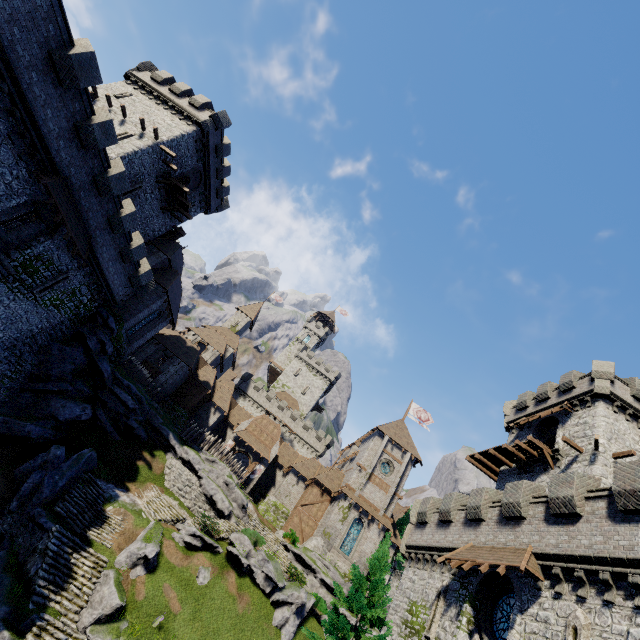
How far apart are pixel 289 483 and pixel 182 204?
35.43m

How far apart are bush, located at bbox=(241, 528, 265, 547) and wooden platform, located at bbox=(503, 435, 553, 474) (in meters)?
22.23

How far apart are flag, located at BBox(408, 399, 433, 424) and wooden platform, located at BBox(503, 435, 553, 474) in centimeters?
2112cm

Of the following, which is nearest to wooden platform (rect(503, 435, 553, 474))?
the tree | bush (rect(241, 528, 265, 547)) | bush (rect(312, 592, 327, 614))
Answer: the tree

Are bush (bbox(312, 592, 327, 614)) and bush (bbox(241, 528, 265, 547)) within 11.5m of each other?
yes

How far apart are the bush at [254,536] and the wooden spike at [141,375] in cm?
1778

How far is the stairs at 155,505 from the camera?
24.97m

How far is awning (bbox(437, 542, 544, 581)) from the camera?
13.3m
